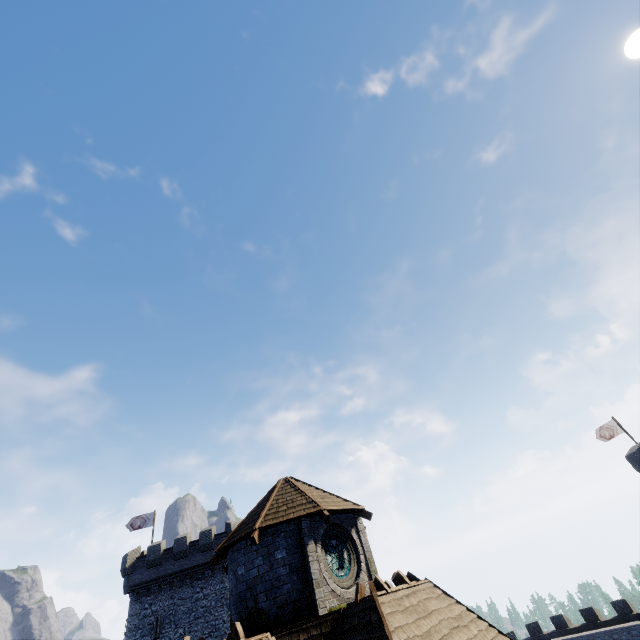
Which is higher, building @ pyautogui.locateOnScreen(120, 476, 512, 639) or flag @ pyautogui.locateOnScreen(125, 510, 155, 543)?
flag @ pyautogui.locateOnScreen(125, 510, 155, 543)

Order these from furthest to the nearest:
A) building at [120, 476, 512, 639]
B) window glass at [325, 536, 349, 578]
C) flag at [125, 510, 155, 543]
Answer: flag at [125, 510, 155, 543], window glass at [325, 536, 349, 578], building at [120, 476, 512, 639]

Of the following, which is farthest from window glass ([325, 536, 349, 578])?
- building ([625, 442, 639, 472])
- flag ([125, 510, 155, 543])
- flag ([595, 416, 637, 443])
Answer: flag ([595, 416, 637, 443])

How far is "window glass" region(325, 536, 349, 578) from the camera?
11.5 meters

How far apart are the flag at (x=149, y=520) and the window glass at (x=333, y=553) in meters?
32.3 m

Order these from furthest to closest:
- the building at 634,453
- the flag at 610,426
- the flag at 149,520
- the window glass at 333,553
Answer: the flag at 149,520
the flag at 610,426
the building at 634,453
the window glass at 333,553

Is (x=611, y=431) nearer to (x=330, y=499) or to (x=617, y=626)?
(x=617, y=626)

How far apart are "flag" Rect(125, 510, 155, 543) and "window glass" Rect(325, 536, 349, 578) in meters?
32.3
